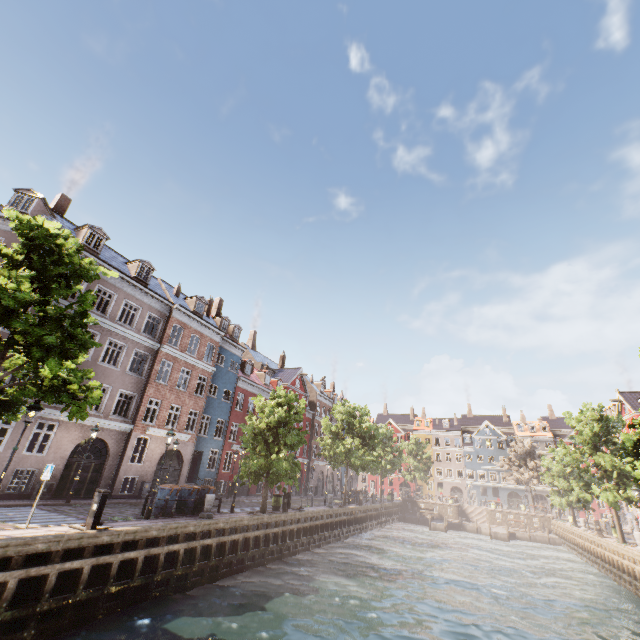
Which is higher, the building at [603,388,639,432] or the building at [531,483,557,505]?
the building at [603,388,639,432]

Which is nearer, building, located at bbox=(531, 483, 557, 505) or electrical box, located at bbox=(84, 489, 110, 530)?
electrical box, located at bbox=(84, 489, 110, 530)

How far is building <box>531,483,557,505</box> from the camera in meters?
57.6

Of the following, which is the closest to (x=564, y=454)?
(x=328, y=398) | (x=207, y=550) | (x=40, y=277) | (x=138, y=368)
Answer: (x=207, y=550)

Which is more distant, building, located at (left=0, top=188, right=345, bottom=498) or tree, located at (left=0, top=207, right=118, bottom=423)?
building, located at (left=0, top=188, right=345, bottom=498)

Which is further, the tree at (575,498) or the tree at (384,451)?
the tree at (384,451)

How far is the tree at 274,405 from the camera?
20.3 meters
